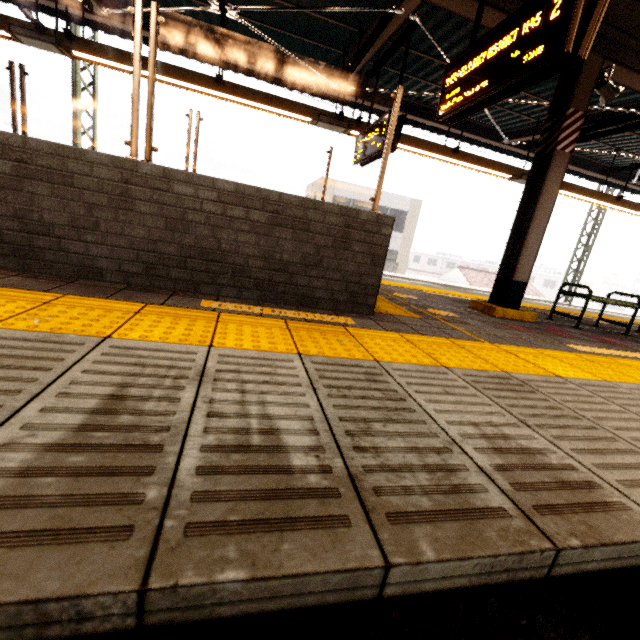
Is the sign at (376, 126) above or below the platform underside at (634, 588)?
above

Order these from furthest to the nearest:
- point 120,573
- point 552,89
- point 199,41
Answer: point 199,41 → point 552,89 → point 120,573

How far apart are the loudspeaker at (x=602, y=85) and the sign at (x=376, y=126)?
2.60m

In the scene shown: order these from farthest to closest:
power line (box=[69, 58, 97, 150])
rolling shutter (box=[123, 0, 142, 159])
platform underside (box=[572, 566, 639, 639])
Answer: power line (box=[69, 58, 97, 150]) → rolling shutter (box=[123, 0, 142, 159]) → platform underside (box=[572, 566, 639, 639])

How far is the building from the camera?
51.8 meters

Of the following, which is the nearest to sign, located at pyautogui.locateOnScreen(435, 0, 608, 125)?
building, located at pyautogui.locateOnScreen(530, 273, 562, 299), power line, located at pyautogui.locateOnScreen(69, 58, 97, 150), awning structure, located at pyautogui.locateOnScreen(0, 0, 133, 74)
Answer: awning structure, located at pyautogui.locateOnScreen(0, 0, 133, 74)

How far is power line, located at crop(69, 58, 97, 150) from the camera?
8.9m

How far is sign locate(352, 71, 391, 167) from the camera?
4.88m
